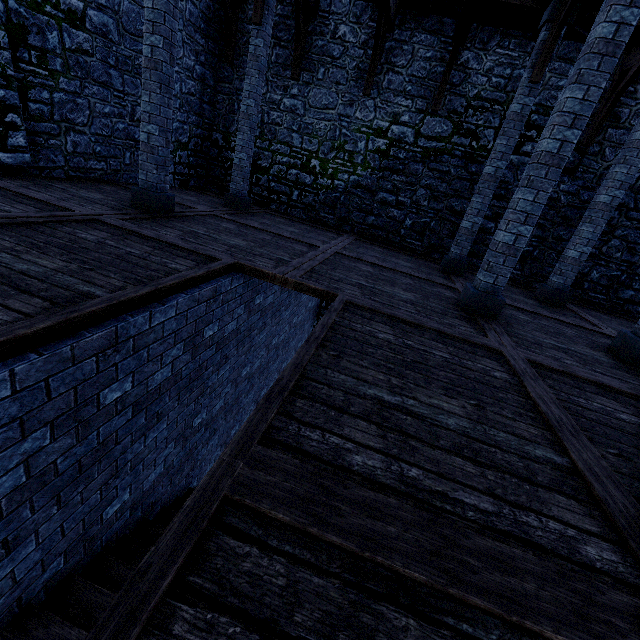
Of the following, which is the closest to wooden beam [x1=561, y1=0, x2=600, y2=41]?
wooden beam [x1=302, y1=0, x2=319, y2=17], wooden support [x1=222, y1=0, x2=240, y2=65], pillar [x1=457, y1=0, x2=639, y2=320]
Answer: pillar [x1=457, y1=0, x2=639, y2=320]

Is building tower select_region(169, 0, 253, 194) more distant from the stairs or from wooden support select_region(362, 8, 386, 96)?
the stairs

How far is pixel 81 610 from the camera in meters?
2.8

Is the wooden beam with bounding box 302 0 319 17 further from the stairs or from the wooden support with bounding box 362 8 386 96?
the stairs

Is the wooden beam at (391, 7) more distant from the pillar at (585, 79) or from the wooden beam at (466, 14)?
the pillar at (585, 79)

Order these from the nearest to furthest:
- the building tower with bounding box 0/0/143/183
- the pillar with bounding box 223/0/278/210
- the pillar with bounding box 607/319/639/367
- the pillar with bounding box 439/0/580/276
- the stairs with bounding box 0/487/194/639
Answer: the stairs with bounding box 0/487/194/639 → the pillar with bounding box 607/319/639/367 → the building tower with bounding box 0/0/143/183 → the pillar with bounding box 439/0/580/276 → the pillar with bounding box 223/0/278/210

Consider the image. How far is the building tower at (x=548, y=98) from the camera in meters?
8.1

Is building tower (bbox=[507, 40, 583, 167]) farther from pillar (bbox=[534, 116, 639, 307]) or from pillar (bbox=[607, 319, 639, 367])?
pillar (bbox=[607, 319, 639, 367])
